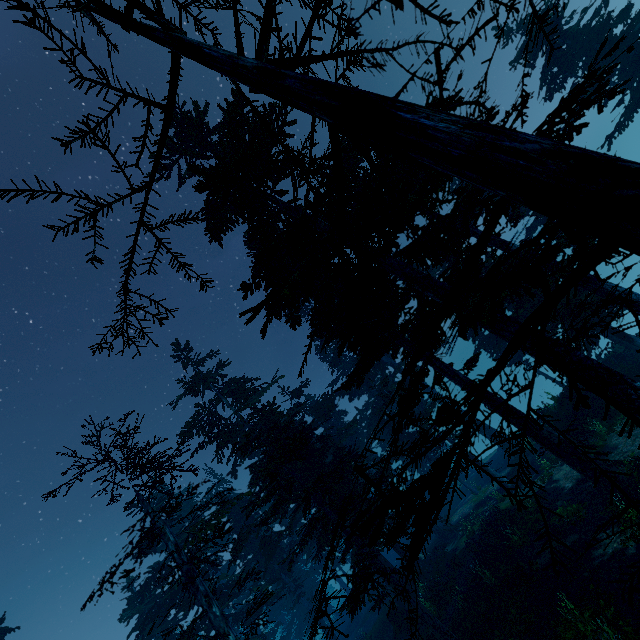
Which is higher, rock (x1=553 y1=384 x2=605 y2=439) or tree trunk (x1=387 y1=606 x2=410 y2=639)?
tree trunk (x1=387 y1=606 x2=410 y2=639)

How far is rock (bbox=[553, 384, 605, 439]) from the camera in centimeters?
1869cm

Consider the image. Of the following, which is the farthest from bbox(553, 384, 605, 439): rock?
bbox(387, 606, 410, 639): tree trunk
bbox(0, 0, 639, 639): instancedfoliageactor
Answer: bbox(387, 606, 410, 639): tree trunk

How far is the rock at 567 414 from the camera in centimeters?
1869cm

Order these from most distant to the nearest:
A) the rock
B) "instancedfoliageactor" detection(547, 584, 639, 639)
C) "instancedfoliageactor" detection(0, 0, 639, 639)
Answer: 1. the rock
2. "instancedfoliageactor" detection(547, 584, 639, 639)
3. "instancedfoliageactor" detection(0, 0, 639, 639)

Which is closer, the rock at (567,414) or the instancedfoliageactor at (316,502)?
the instancedfoliageactor at (316,502)

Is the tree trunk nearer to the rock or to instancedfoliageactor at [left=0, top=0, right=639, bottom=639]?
instancedfoliageactor at [left=0, top=0, right=639, bottom=639]

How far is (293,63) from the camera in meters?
1.5
